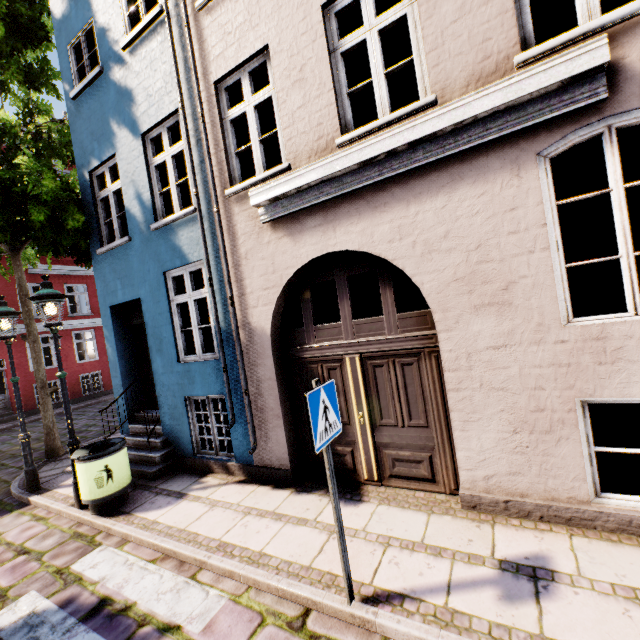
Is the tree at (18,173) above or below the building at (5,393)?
above

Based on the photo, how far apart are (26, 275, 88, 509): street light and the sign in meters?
4.9 m

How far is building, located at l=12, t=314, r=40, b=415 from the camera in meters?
15.5

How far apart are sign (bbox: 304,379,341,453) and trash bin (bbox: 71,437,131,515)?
4.2 meters

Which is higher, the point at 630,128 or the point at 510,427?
the point at 630,128

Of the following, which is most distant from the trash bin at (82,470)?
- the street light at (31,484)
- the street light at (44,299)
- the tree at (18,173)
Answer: the tree at (18,173)

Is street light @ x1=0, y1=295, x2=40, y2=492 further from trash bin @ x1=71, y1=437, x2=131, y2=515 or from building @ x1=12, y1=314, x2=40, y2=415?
trash bin @ x1=71, y1=437, x2=131, y2=515
